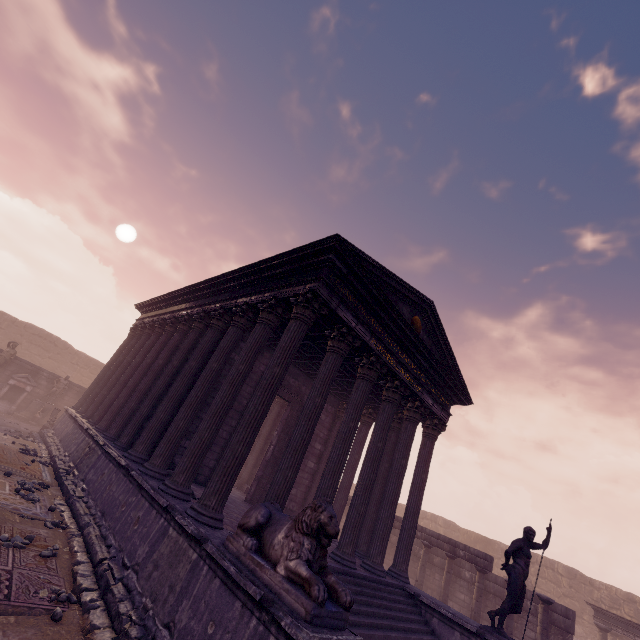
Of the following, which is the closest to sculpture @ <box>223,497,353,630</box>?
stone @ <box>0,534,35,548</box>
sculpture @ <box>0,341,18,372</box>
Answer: stone @ <box>0,534,35,548</box>

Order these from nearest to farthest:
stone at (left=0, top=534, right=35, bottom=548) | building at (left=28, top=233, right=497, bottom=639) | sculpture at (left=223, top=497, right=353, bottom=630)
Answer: sculpture at (left=223, top=497, right=353, bottom=630)
building at (left=28, top=233, right=497, bottom=639)
stone at (left=0, top=534, right=35, bottom=548)

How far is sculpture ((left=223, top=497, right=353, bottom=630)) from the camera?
3.46m

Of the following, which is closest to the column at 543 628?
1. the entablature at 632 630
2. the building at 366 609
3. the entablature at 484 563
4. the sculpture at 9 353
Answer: the entablature at 484 563

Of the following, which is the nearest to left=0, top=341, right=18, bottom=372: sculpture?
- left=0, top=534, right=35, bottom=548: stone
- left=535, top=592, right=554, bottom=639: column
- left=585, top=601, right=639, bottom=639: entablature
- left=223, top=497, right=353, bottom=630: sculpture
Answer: left=0, top=534, right=35, bottom=548: stone

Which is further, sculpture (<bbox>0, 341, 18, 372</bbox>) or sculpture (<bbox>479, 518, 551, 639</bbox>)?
sculpture (<bbox>0, 341, 18, 372</bbox>)

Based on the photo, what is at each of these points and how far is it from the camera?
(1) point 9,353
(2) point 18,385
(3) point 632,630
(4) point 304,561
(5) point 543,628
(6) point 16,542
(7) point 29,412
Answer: (1) sculpture, 17.8 meters
(2) altar, 18.0 meters
(3) entablature, 14.1 meters
(4) sculpture, 3.8 meters
(5) column, 10.7 meters
(6) stone, 5.5 meters
(7) pedestal, 18.0 meters

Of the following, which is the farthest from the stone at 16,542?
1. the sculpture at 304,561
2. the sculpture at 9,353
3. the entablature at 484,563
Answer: the sculpture at 9,353
